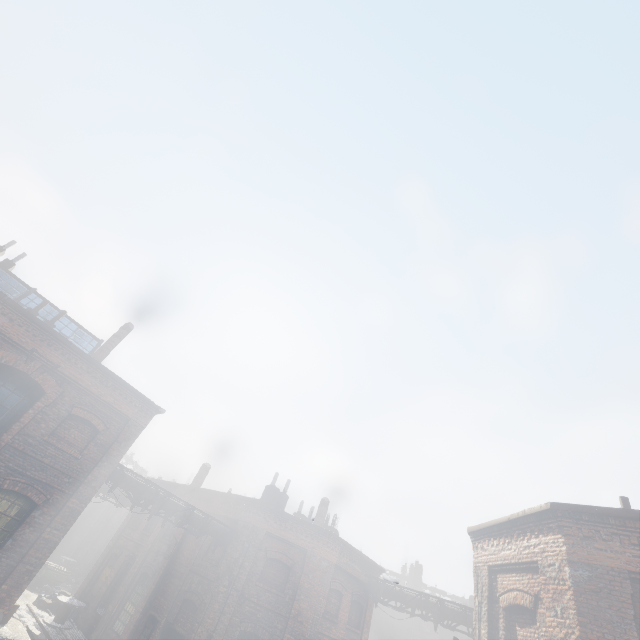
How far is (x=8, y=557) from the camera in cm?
997

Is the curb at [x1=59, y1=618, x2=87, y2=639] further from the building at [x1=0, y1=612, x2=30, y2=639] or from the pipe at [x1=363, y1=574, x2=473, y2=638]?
the pipe at [x1=363, y1=574, x2=473, y2=638]

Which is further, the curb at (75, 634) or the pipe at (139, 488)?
the curb at (75, 634)

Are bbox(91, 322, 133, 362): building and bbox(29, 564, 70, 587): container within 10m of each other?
no

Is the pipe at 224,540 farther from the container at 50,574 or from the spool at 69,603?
the container at 50,574

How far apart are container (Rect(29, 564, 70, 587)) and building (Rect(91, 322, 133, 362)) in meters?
19.7 m

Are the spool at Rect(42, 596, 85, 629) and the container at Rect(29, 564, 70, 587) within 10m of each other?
yes

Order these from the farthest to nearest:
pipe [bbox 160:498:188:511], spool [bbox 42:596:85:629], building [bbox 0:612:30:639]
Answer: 1. spool [bbox 42:596:85:629]
2. pipe [bbox 160:498:188:511]
3. building [bbox 0:612:30:639]
